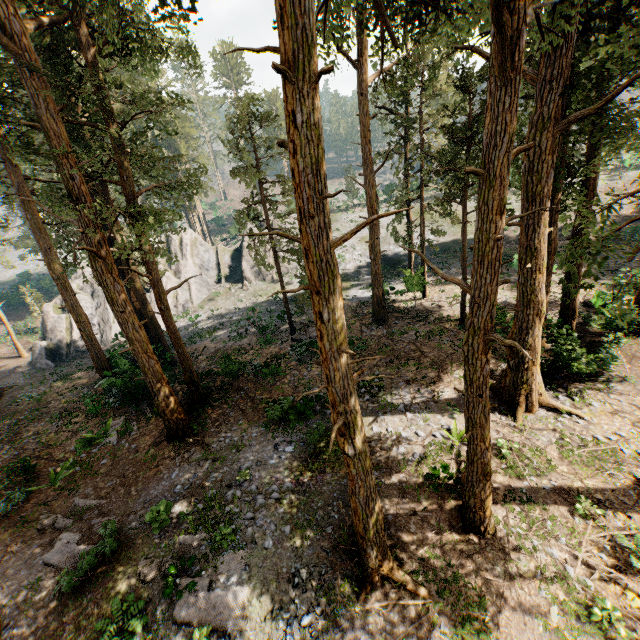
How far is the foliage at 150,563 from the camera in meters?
9.8 m

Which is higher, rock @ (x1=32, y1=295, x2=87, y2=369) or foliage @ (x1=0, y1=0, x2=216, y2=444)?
foliage @ (x1=0, y1=0, x2=216, y2=444)

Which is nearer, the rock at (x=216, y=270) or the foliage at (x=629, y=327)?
the foliage at (x=629, y=327)

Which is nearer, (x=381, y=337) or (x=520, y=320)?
(x=520, y=320)

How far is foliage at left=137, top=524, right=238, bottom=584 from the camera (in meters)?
9.80

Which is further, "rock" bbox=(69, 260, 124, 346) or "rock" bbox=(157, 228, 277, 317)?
"rock" bbox=(157, 228, 277, 317)

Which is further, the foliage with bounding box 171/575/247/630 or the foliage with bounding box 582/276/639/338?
the foliage with bounding box 171/575/247/630
